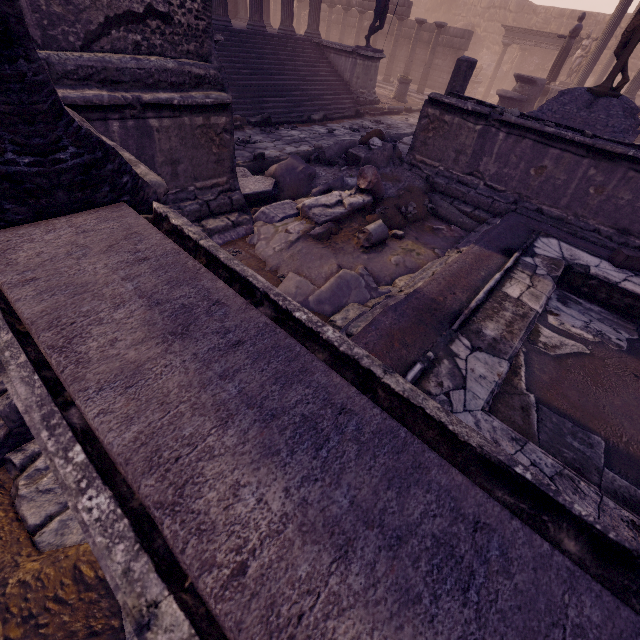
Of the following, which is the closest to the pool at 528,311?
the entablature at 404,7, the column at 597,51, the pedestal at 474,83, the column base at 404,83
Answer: the column base at 404,83

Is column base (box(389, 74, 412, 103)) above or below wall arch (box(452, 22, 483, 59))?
below

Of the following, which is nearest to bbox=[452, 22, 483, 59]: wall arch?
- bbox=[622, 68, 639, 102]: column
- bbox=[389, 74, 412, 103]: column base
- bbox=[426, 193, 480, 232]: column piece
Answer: bbox=[389, 74, 412, 103]: column base

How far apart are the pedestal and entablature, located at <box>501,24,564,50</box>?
1.9 meters

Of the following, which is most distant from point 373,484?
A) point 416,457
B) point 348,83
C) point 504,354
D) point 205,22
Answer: point 348,83

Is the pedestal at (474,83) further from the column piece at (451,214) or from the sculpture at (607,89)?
the column piece at (451,214)

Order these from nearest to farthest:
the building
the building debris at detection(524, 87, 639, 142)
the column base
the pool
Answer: the pool, the building debris at detection(524, 87, 639, 142), the building, the column base

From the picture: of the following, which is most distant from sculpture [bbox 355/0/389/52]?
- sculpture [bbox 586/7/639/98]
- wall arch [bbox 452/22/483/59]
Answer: wall arch [bbox 452/22/483/59]
